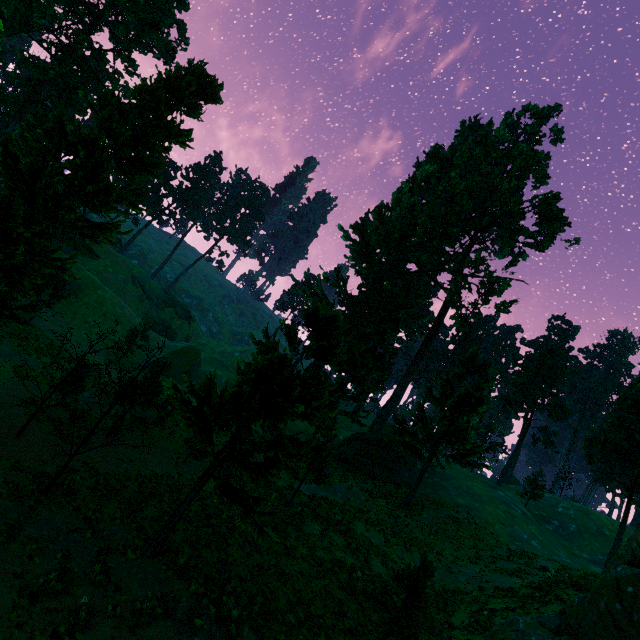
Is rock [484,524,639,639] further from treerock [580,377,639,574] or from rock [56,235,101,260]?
rock [56,235,101,260]

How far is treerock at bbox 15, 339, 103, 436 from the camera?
17.17m

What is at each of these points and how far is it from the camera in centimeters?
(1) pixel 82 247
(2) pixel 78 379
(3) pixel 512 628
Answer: (1) rock, 5356cm
(2) treerock, 2275cm
(3) rock, 1136cm

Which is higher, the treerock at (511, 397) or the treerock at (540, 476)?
the treerock at (511, 397)

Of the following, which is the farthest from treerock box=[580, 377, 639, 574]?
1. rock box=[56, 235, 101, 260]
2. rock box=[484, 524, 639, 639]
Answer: rock box=[484, 524, 639, 639]

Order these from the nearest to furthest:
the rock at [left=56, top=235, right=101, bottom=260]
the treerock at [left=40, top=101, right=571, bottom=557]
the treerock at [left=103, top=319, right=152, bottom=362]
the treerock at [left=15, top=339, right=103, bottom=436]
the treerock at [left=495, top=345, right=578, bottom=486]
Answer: the treerock at [left=40, top=101, right=571, bottom=557]
the treerock at [left=15, top=339, right=103, bottom=436]
the treerock at [left=103, top=319, right=152, bottom=362]
the treerock at [left=495, top=345, right=578, bottom=486]
the rock at [left=56, top=235, right=101, bottom=260]

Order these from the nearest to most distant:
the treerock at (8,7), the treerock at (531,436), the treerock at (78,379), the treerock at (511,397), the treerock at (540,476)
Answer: the treerock at (8,7) < the treerock at (78,379) < the treerock at (540,476) < the treerock at (531,436) < the treerock at (511,397)
